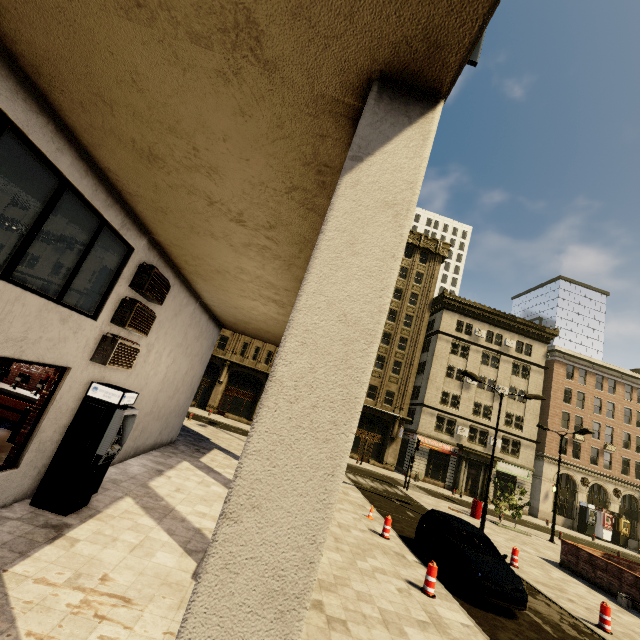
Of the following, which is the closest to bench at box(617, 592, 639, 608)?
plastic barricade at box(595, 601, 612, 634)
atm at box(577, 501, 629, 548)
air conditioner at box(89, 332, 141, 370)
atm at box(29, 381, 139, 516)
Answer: plastic barricade at box(595, 601, 612, 634)

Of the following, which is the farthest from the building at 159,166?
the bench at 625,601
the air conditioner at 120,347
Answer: the bench at 625,601

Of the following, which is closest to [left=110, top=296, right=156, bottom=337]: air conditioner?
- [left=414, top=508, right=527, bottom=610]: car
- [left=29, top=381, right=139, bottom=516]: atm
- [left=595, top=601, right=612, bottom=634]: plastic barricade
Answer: [left=29, top=381, right=139, bottom=516]: atm

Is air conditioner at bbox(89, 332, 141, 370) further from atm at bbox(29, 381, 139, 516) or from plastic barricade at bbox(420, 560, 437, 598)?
plastic barricade at bbox(420, 560, 437, 598)

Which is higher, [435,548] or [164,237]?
[164,237]

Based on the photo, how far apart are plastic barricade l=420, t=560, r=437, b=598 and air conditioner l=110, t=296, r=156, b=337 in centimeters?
936cm

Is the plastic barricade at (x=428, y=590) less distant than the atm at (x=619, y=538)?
Yes

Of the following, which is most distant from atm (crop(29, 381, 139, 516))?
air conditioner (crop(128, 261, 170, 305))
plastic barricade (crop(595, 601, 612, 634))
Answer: plastic barricade (crop(595, 601, 612, 634))
